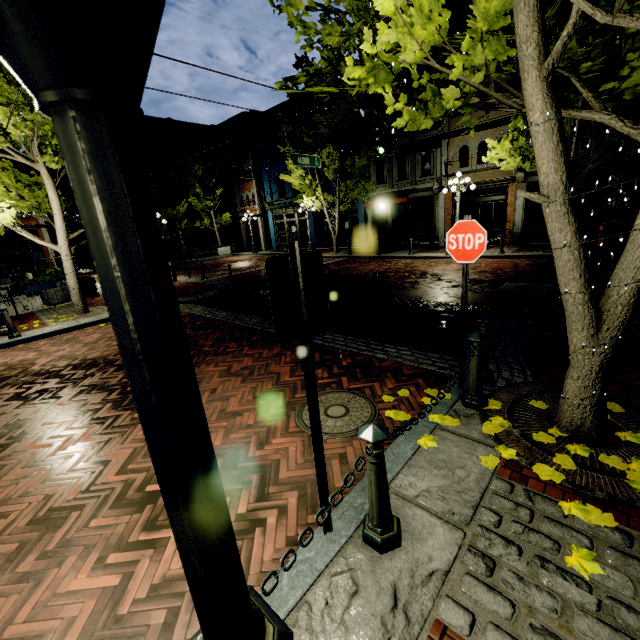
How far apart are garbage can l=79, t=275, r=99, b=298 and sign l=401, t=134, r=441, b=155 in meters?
13.9

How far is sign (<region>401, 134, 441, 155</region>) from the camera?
12.4m

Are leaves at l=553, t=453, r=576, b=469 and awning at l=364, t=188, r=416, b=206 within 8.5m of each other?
no

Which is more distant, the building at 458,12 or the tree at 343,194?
the tree at 343,194

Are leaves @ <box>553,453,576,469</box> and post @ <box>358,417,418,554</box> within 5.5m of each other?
yes

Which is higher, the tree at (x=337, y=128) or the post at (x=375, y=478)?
the tree at (x=337, y=128)

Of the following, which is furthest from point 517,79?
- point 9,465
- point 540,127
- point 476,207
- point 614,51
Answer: point 476,207

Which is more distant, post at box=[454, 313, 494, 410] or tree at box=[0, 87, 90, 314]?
tree at box=[0, 87, 90, 314]
